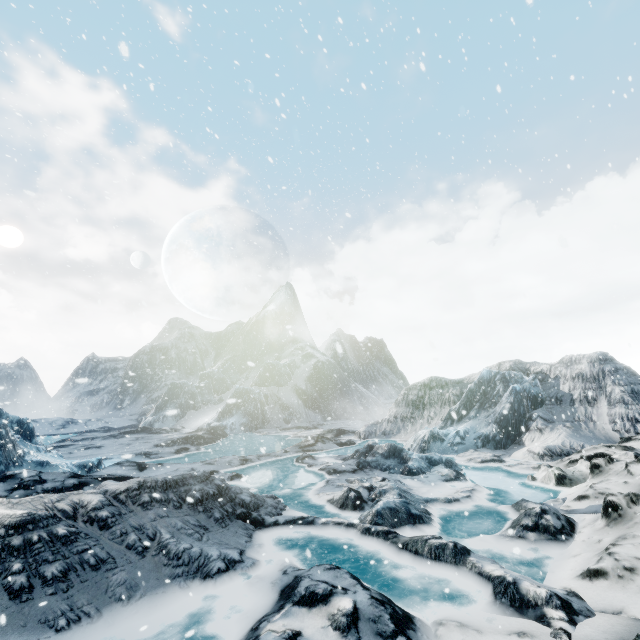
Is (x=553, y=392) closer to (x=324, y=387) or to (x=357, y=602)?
(x=357, y=602)
